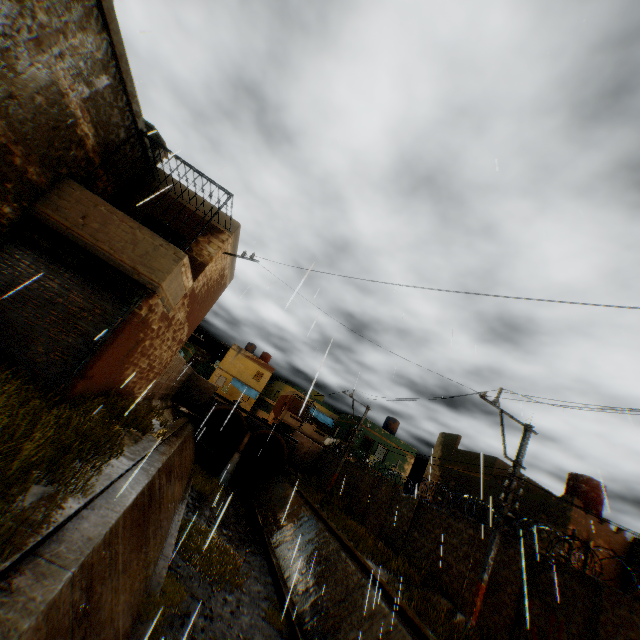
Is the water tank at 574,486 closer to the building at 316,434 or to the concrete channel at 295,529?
the building at 316,434

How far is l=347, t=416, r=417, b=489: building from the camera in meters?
32.0

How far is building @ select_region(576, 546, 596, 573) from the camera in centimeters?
1369cm

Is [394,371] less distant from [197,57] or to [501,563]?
[501,563]

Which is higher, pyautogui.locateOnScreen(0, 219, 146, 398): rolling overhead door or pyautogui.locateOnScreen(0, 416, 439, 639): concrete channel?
pyautogui.locateOnScreen(0, 219, 146, 398): rolling overhead door

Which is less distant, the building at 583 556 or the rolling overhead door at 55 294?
the rolling overhead door at 55 294
